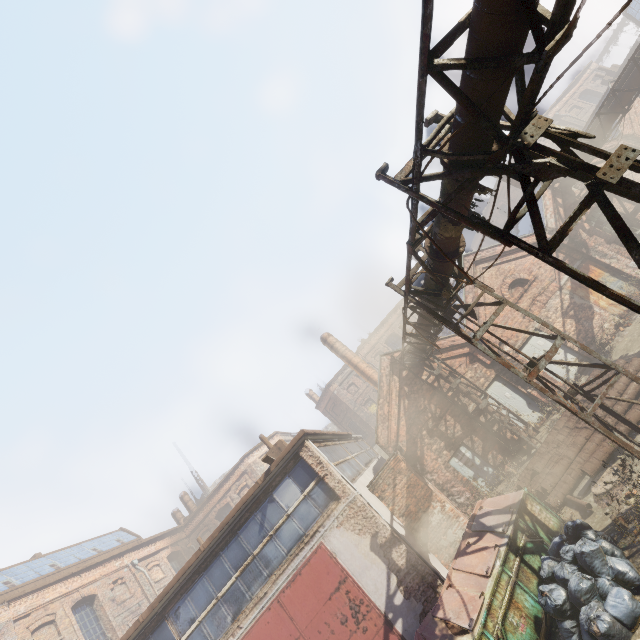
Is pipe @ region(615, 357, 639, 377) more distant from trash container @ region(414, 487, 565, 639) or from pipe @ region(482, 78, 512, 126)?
pipe @ region(482, 78, 512, 126)

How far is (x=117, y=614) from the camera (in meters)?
19.81

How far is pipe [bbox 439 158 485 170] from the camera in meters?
4.2 m

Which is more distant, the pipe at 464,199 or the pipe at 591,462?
the pipe at 591,462

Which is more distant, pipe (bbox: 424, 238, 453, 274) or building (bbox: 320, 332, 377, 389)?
building (bbox: 320, 332, 377, 389)

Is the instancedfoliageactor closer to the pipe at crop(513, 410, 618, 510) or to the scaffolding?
the scaffolding

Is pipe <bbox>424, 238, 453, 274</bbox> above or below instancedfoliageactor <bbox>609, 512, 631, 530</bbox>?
above

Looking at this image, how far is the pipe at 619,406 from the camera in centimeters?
942cm
